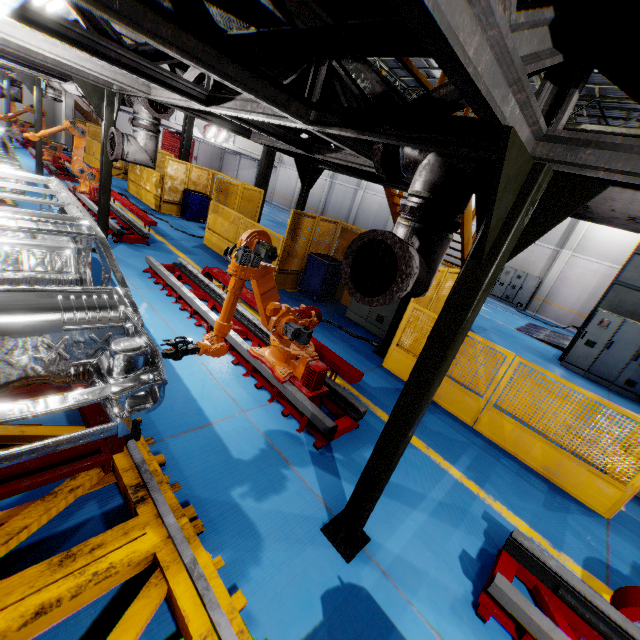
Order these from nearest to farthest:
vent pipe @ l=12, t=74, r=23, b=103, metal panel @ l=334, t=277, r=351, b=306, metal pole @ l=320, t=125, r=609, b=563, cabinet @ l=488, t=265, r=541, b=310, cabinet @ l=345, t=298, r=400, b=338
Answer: metal pole @ l=320, t=125, r=609, b=563 → cabinet @ l=345, t=298, r=400, b=338 → metal panel @ l=334, t=277, r=351, b=306 → vent pipe @ l=12, t=74, r=23, b=103 → cabinet @ l=488, t=265, r=541, b=310

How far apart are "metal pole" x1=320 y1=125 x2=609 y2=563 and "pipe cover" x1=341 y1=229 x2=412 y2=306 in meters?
0.3 m

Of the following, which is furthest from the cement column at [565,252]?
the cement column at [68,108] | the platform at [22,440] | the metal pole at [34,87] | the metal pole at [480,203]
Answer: the cement column at [68,108]

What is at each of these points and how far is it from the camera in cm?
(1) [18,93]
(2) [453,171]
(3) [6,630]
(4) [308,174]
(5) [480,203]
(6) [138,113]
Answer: (1) vent pipe, 1661
(2) vent pipe, 239
(3) platform, 176
(4) metal pole, 829
(5) metal pole, 216
(6) vent pipe, 608

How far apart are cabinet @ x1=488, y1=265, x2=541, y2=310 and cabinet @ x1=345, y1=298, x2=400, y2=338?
15.6m

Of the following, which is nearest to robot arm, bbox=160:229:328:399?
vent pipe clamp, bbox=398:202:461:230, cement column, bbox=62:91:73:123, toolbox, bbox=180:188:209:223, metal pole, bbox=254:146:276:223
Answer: vent pipe clamp, bbox=398:202:461:230

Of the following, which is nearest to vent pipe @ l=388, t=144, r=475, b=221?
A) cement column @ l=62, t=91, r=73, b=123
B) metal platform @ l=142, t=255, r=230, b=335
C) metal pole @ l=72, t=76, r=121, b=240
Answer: metal platform @ l=142, t=255, r=230, b=335

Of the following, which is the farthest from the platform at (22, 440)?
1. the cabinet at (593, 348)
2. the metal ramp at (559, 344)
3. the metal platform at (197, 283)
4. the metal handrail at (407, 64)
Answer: the metal ramp at (559, 344)
